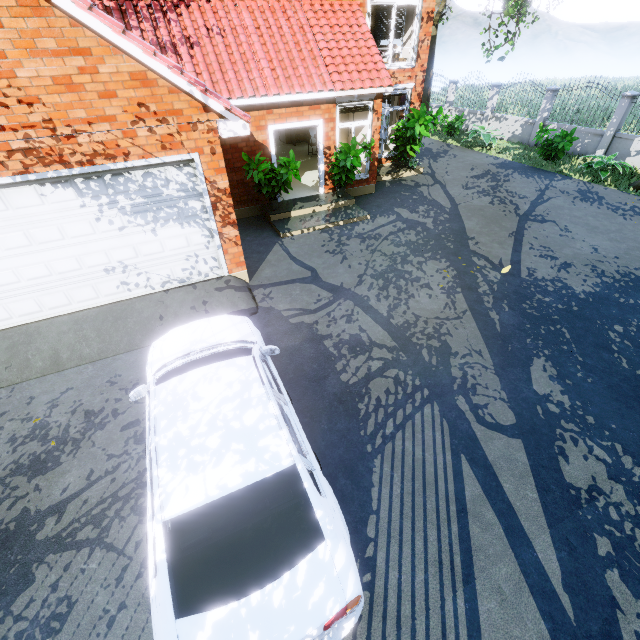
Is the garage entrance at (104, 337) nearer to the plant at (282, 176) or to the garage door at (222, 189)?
the garage door at (222, 189)

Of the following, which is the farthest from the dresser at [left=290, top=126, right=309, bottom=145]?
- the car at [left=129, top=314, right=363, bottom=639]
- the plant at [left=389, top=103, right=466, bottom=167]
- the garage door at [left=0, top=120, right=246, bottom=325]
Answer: the car at [left=129, top=314, right=363, bottom=639]

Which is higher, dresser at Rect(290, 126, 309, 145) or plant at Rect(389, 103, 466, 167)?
plant at Rect(389, 103, 466, 167)

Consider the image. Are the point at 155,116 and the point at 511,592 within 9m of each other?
yes

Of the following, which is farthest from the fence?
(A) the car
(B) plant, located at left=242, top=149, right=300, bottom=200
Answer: (B) plant, located at left=242, top=149, right=300, bottom=200

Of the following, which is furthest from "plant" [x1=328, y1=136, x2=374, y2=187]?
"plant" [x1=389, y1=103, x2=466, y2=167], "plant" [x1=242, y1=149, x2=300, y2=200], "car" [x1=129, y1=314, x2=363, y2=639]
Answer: "car" [x1=129, y1=314, x2=363, y2=639]

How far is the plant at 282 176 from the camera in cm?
884

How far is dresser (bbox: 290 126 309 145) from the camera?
16.64m
